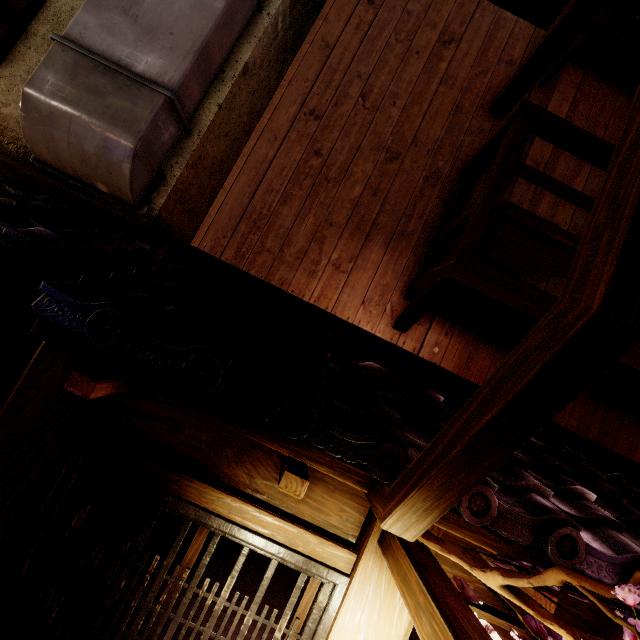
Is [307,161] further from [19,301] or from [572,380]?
[572,380]

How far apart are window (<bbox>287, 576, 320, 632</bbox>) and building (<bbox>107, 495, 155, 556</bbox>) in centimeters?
131cm

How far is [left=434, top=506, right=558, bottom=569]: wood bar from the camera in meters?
3.6

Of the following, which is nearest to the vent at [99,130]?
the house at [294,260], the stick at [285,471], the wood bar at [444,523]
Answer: the house at [294,260]

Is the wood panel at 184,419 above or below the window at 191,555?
above

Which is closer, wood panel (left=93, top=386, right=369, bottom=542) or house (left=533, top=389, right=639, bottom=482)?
wood panel (left=93, top=386, right=369, bottom=542)

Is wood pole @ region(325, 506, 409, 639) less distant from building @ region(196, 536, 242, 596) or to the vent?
building @ region(196, 536, 242, 596)

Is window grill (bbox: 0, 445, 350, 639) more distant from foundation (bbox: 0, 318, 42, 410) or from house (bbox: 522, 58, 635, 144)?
house (bbox: 522, 58, 635, 144)
